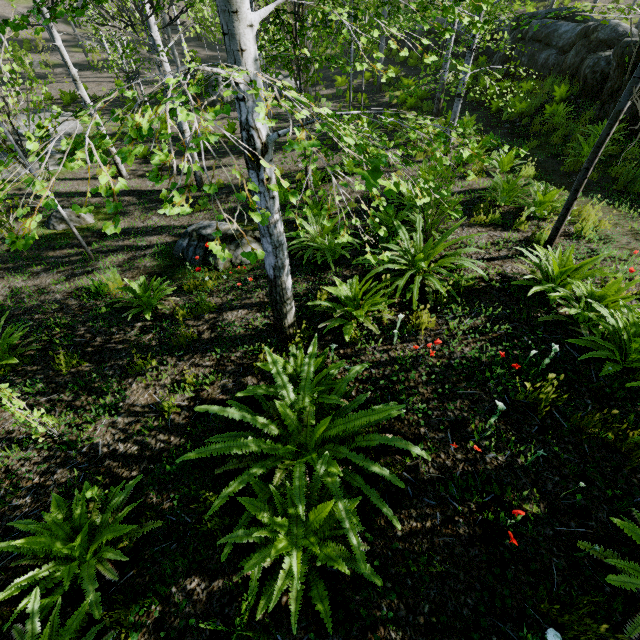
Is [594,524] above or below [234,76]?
below

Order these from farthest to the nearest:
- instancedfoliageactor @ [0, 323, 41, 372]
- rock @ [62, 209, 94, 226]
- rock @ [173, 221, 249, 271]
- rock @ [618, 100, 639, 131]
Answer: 1. rock @ [62, 209, 94, 226]
2. rock @ [618, 100, 639, 131]
3. rock @ [173, 221, 249, 271]
4. instancedfoliageactor @ [0, 323, 41, 372]

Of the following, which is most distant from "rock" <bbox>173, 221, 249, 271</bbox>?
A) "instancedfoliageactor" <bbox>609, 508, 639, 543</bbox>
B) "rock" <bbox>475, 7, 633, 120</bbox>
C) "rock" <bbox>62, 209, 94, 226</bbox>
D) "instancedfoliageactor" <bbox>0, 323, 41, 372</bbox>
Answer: "rock" <bbox>475, 7, 633, 120</bbox>

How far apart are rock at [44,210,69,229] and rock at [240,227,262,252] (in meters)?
3.24

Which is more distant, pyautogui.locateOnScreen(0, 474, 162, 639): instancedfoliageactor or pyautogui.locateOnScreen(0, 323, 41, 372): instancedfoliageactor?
pyautogui.locateOnScreen(0, 323, 41, 372): instancedfoliageactor

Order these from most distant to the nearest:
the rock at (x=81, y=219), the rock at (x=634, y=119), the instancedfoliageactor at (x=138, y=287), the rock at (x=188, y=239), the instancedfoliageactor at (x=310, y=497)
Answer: the rock at (x=81, y=219), the rock at (x=634, y=119), the rock at (x=188, y=239), the instancedfoliageactor at (x=138, y=287), the instancedfoliageactor at (x=310, y=497)

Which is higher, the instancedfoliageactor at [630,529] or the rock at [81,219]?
the instancedfoliageactor at [630,529]
